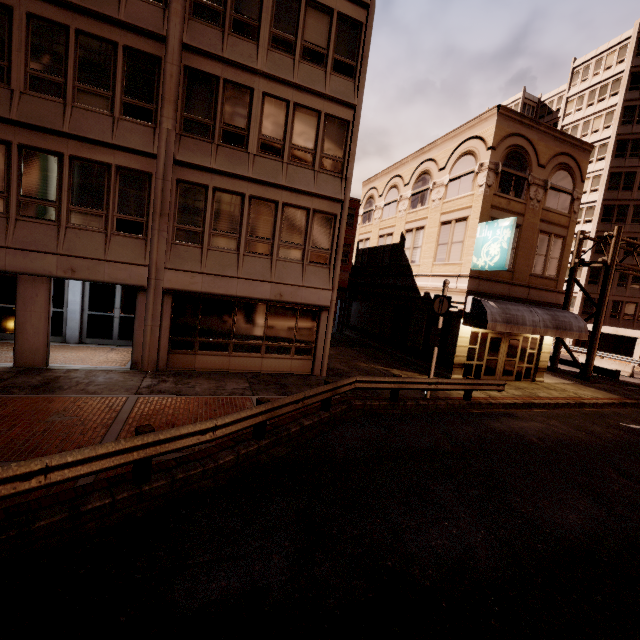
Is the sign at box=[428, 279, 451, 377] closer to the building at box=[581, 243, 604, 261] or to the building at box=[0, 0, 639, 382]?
the building at box=[0, 0, 639, 382]

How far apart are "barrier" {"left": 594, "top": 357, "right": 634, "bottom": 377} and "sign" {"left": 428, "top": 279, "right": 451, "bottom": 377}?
24.73m

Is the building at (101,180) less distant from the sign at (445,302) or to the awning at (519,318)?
the awning at (519,318)

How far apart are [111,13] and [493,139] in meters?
15.9

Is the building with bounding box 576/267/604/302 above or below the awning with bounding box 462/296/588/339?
above

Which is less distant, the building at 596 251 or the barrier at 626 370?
the barrier at 626 370

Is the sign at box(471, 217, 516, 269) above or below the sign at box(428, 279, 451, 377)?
above

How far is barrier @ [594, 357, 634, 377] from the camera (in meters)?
26.41
